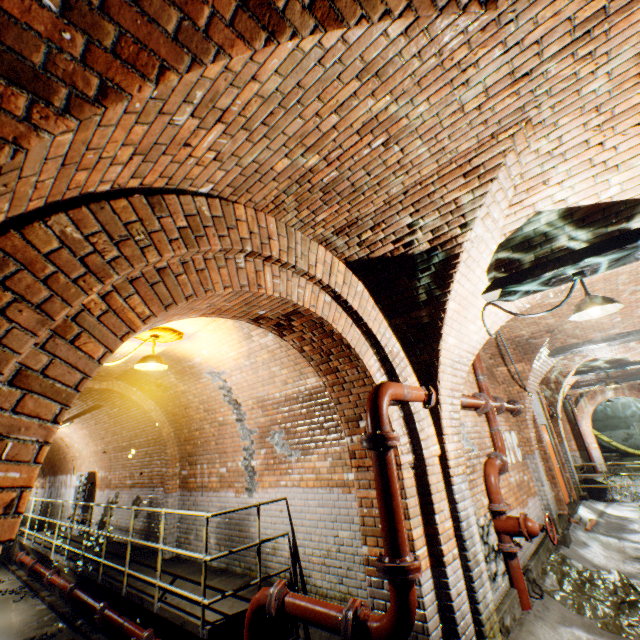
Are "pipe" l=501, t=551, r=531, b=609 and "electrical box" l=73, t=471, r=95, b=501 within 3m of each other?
no

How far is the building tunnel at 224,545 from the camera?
5.79m

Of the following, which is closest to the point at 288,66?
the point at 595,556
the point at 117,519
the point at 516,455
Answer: the point at 516,455

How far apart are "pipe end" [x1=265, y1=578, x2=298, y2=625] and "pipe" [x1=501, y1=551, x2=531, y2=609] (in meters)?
3.08

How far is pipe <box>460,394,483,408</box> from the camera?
4.98m

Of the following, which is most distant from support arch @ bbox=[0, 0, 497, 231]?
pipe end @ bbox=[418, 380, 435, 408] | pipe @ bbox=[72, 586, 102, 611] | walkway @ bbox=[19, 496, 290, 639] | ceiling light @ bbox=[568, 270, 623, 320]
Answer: pipe @ bbox=[72, 586, 102, 611]

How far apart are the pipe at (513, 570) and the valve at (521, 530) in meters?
0.1

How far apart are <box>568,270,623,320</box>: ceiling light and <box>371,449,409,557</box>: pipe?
2.44m
